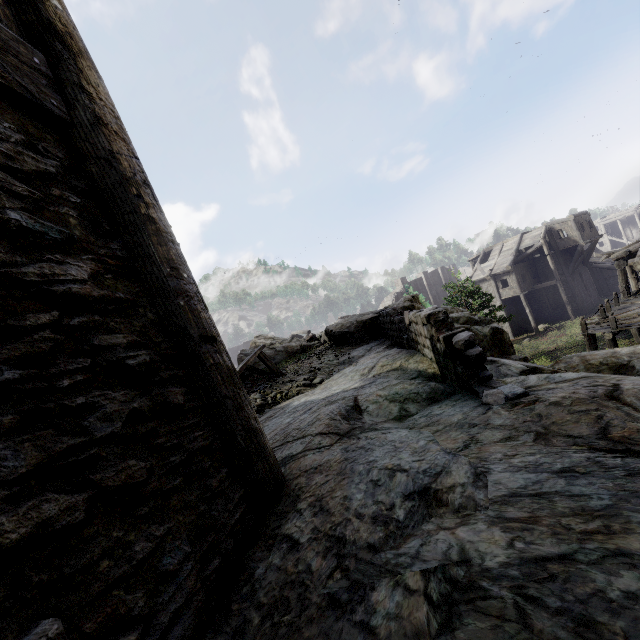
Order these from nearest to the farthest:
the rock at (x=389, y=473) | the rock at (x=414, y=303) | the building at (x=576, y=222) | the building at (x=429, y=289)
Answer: the rock at (x=389, y=473) < the rock at (x=414, y=303) < the building at (x=576, y=222) < the building at (x=429, y=289)

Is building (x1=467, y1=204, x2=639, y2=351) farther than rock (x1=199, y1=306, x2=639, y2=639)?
Yes

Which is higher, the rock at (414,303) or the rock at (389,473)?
the rock at (414,303)

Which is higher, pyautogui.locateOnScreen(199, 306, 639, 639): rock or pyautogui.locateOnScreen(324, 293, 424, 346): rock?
pyautogui.locateOnScreen(324, 293, 424, 346): rock

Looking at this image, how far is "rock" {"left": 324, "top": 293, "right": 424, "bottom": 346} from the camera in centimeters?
987cm

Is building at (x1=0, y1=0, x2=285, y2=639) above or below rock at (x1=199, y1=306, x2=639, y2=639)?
above

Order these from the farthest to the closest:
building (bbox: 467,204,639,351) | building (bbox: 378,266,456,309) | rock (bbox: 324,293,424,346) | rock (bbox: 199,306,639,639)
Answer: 1. building (bbox: 378,266,456,309)
2. building (bbox: 467,204,639,351)
3. rock (bbox: 324,293,424,346)
4. rock (bbox: 199,306,639,639)

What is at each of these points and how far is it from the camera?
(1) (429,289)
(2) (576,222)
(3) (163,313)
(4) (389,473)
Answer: (1) building, 49.5 meters
(2) building, 32.0 meters
(3) building, 1.9 meters
(4) rock, 1.8 meters
